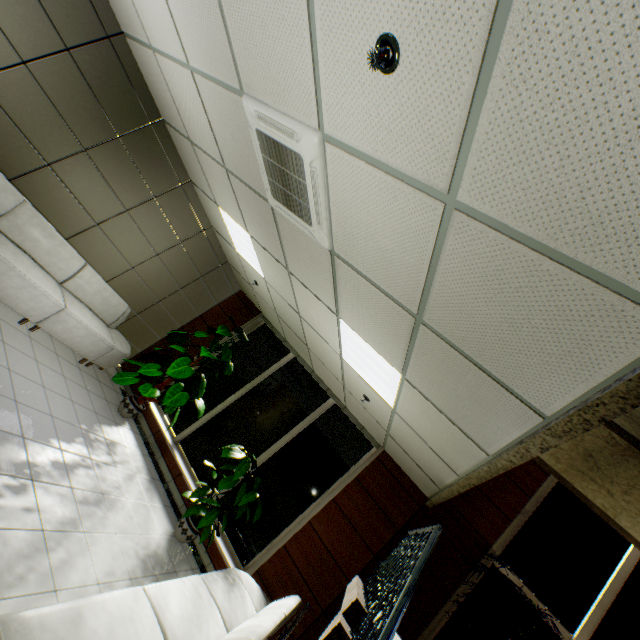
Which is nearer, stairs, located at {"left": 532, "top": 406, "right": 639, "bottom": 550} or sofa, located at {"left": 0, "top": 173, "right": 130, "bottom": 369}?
stairs, located at {"left": 532, "top": 406, "right": 639, "bottom": 550}

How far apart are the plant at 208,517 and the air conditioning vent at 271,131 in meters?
4.0 m

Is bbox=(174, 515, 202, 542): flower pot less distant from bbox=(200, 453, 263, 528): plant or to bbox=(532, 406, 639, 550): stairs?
bbox=(200, 453, 263, 528): plant

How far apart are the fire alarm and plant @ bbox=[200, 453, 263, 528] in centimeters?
489cm

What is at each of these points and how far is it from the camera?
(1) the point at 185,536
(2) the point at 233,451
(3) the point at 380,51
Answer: (1) flower pot, 4.59m
(2) plant, 5.00m
(3) fire alarm, 1.40m

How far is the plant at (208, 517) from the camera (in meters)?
4.44

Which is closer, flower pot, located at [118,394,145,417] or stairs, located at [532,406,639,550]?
stairs, located at [532,406,639,550]

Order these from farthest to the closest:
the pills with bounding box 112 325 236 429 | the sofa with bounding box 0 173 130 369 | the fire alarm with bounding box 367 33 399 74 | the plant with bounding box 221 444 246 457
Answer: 1. the pills with bounding box 112 325 236 429
2. the plant with bounding box 221 444 246 457
3. the sofa with bounding box 0 173 130 369
4. the fire alarm with bounding box 367 33 399 74
